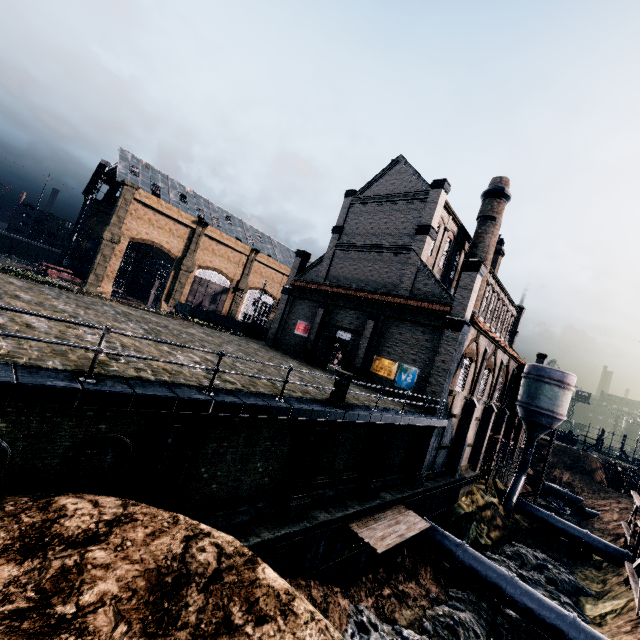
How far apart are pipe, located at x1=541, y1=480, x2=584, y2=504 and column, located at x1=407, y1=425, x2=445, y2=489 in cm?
4014

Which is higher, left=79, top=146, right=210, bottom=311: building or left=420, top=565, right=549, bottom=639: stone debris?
left=79, top=146, right=210, bottom=311: building

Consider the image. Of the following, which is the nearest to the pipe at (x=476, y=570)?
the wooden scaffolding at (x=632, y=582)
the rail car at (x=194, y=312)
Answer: the wooden scaffolding at (x=632, y=582)

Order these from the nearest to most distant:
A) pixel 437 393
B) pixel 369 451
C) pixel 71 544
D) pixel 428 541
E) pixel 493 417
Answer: pixel 71 544 → pixel 369 451 → pixel 428 541 → pixel 437 393 → pixel 493 417

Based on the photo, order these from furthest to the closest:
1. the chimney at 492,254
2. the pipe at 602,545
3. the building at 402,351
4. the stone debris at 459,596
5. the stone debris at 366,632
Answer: the chimney at 492,254 < the pipe at 602,545 < the building at 402,351 < the stone debris at 459,596 < the stone debris at 366,632

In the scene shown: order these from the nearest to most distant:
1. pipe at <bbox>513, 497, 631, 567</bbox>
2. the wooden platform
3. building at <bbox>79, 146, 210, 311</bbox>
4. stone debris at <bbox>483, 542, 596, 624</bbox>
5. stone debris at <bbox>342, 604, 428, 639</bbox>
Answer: stone debris at <bbox>342, 604, 428, 639</bbox>, the wooden platform, stone debris at <bbox>483, 542, 596, 624</bbox>, pipe at <bbox>513, 497, 631, 567</bbox>, building at <bbox>79, 146, 210, 311</bbox>

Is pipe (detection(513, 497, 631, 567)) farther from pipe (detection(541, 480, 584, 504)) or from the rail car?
the rail car

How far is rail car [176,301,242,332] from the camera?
49.3m
